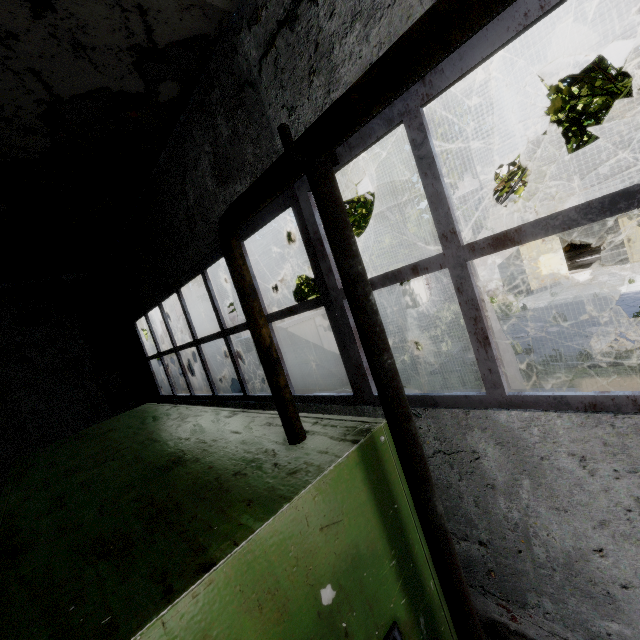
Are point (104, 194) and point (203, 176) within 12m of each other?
yes

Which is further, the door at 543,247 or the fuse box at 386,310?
the door at 543,247

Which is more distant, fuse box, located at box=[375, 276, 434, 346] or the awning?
fuse box, located at box=[375, 276, 434, 346]

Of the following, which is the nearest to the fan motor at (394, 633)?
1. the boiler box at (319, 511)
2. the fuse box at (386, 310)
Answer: the boiler box at (319, 511)

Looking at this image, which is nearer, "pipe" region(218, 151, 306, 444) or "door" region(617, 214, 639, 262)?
"pipe" region(218, 151, 306, 444)

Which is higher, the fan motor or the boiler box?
the boiler box

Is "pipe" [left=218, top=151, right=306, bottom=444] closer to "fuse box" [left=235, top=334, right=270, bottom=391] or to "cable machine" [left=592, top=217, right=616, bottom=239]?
"fuse box" [left=235, top=334, right=270, bottom=391]

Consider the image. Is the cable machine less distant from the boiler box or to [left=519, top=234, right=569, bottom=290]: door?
[left=519, top=234, right=569, bottom=290]: door
